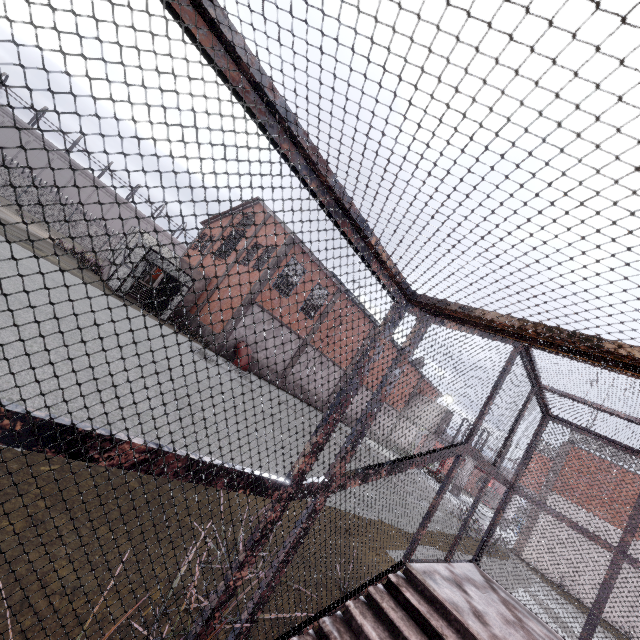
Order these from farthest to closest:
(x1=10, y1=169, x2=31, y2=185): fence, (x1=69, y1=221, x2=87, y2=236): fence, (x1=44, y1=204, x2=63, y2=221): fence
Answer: (x1=69, y1=221, x2=87, y2=236): fence
(x1=44, y1=204, x2=63, y2=221): fence
(x1=10, y1=169, x2=31, y2=185): fence

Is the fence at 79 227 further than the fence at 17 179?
Yes

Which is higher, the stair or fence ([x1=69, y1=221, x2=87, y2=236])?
fence ([x1=69, y1=221, x2=87, y2=236])

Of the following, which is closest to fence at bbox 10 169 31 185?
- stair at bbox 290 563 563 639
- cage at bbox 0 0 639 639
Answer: cage at bbox 0 0 639 639

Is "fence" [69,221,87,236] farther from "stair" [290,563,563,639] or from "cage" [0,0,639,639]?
"stair" [290,563,563,639]

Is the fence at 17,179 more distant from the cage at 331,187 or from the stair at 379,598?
the stair at 379,598

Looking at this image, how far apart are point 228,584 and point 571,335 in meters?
2.3 m
